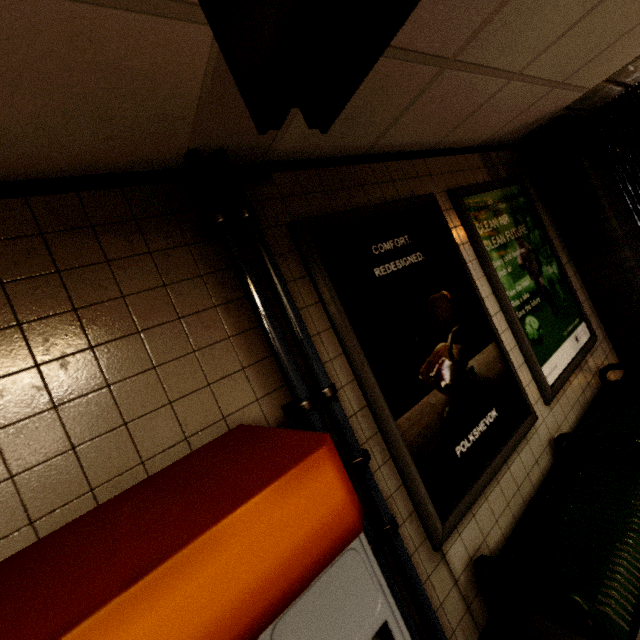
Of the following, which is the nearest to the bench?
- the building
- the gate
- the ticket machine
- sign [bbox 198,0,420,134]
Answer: the building

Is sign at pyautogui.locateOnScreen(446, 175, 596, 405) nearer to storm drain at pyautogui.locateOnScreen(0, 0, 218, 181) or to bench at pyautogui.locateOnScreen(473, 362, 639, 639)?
bench at pyautogui.locateOnScreen(473, 362, 639, 639)

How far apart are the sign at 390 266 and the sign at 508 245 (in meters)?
0.19

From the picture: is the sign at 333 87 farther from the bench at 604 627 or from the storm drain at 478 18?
the bench at 604 627

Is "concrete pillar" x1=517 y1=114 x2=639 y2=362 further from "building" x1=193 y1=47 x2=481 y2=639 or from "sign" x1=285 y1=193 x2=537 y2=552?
"building" x1=193 y1=47 x2=481 y2=639

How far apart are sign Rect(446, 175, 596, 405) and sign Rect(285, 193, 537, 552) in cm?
19

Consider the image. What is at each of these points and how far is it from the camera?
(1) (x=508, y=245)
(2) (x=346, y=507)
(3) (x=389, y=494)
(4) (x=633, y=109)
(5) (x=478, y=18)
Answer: (1) sign, 2.7m
(2) ticket machine, 0.6m
(3) building, 1.6m
(4) gate, 3.3m
(5) storm drain, 1.3m

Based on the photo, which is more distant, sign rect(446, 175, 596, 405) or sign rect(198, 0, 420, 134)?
sign rect(446, 175, 596, 405)
